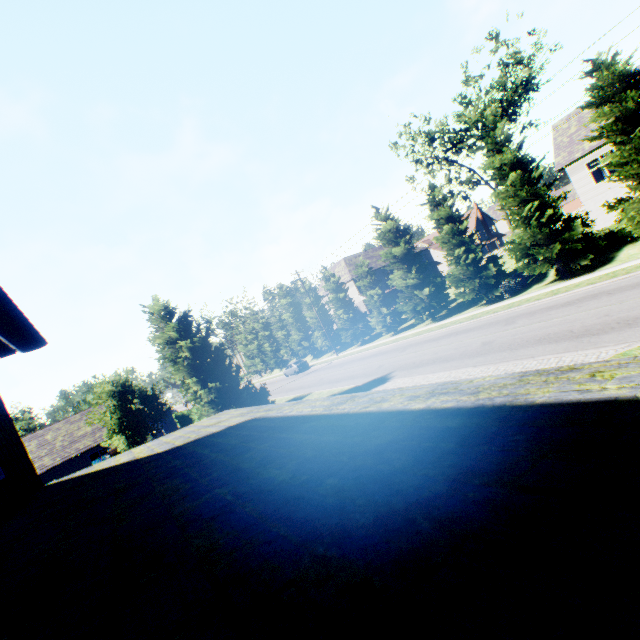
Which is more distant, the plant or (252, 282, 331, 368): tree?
(252, 282, 331, 368): tree

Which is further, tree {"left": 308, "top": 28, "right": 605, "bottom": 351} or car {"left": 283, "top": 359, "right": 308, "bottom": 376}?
car {"left": 283, "top": 359, "right": 308, "bottom": 376}

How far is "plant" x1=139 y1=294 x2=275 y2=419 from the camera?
18.09m

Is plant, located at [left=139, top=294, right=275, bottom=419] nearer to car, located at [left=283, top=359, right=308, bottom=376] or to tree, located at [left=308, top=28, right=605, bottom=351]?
tree, located at [left=308, top=28, right=605, bottom=351]

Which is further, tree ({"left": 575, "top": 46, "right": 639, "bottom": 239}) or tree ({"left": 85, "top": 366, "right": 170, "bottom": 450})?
tree ({"left": 85, "top": 366, "right": 170, "bottom": 450})

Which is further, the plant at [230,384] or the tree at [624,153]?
the plant at [230,384]

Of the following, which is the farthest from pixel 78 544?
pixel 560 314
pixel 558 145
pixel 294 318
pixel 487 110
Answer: pixel 294 318

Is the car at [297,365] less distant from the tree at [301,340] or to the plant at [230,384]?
the tree at [301,340]
